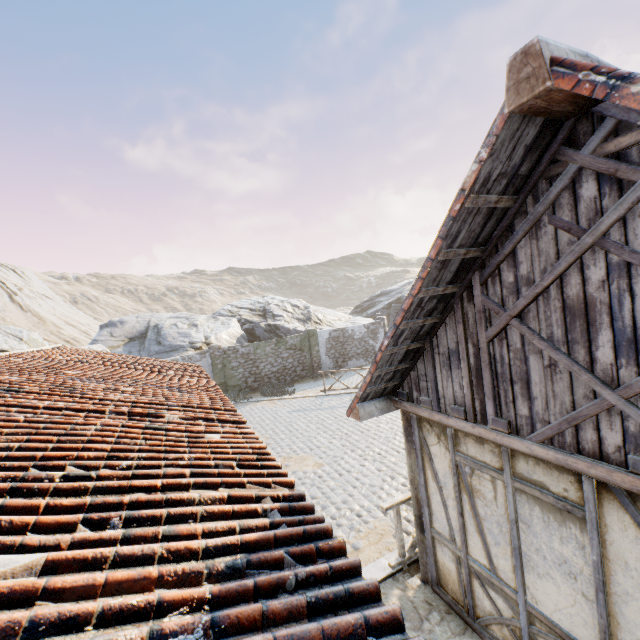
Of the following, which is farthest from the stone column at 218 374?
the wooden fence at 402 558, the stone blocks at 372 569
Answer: the wooden fence at 402 558

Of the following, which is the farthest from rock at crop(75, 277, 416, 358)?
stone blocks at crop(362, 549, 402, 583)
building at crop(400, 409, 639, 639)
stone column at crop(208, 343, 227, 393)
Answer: building at crop(400, 409, 639, 639)

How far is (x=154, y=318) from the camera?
24.0 meters

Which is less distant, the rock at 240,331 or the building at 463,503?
the building at 463,503

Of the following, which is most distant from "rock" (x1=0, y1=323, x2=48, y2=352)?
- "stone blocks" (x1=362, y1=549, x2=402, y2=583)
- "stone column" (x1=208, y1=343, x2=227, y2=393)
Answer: "stone column" (x1=208, y1=343, x2=227, y2=393)

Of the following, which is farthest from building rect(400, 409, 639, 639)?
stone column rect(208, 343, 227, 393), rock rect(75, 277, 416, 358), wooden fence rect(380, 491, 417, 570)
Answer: stone column rect(208, 343, 227, 393)

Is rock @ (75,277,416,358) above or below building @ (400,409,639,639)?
above

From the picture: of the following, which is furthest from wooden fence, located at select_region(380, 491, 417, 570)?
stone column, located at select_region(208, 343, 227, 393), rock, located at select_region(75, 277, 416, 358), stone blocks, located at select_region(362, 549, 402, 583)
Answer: stone column, located at select_region(208, 343, 227, 393)
